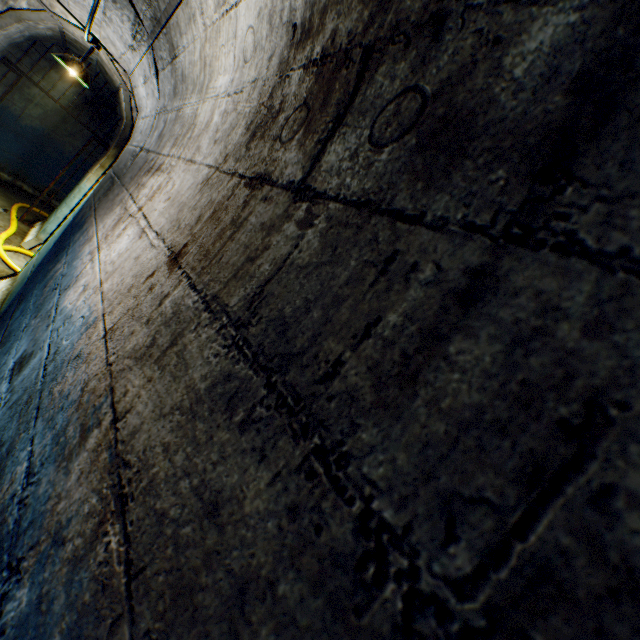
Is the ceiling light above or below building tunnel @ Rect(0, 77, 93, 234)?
above

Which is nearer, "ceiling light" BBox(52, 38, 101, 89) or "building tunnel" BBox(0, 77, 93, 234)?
"ceiling light" BBox(52, 38, 101, 89)

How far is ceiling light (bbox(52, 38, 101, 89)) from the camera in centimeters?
395cm

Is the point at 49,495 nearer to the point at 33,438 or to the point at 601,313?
Answer: the point at 33,438

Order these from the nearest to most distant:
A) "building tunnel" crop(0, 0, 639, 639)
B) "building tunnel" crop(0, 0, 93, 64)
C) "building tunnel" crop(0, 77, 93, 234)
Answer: "building tunnel" crop(0, 0, 639, 639) < "building tunnel" crop(0, 0, 93, 64) < "building tunnel" crop(0, 77, 93, 234)

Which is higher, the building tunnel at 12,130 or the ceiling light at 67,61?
the ceiling light at 67,61

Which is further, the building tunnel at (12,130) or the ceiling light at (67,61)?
the building tunnel at (12,130)
